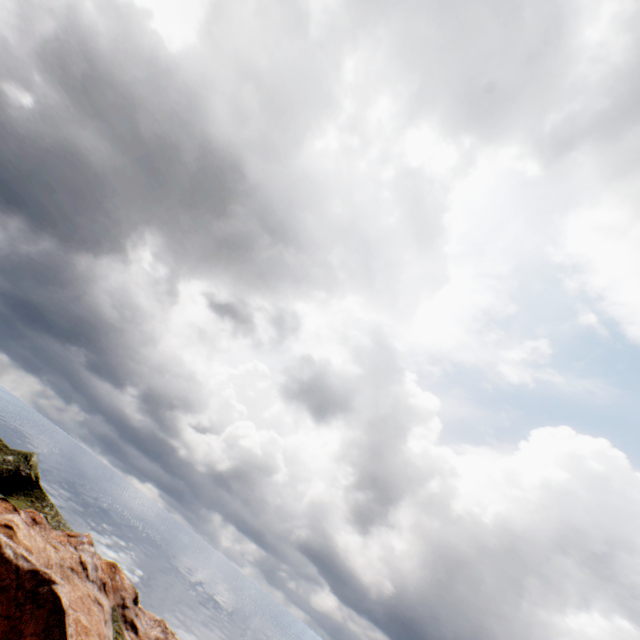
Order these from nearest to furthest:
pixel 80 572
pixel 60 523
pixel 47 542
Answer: pixel 47 542, pixel 80 572, pixel 60 523
